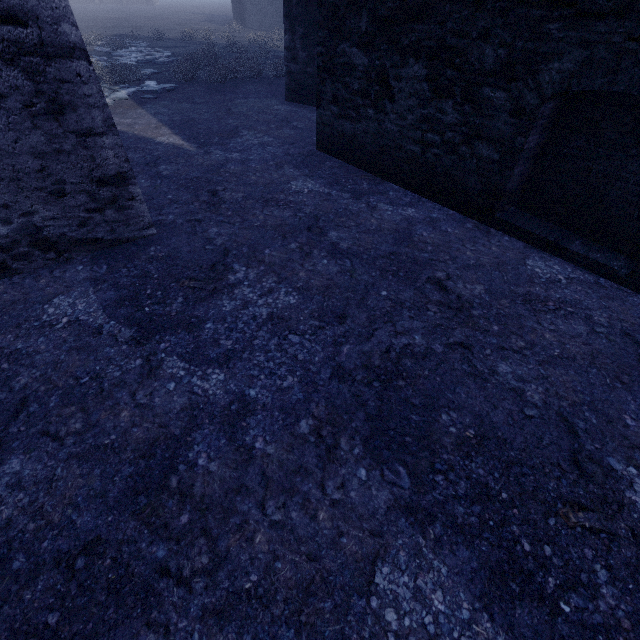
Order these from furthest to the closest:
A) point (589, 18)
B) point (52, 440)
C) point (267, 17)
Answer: point (267, 17)
point (589, 18)
point (52, 440)
